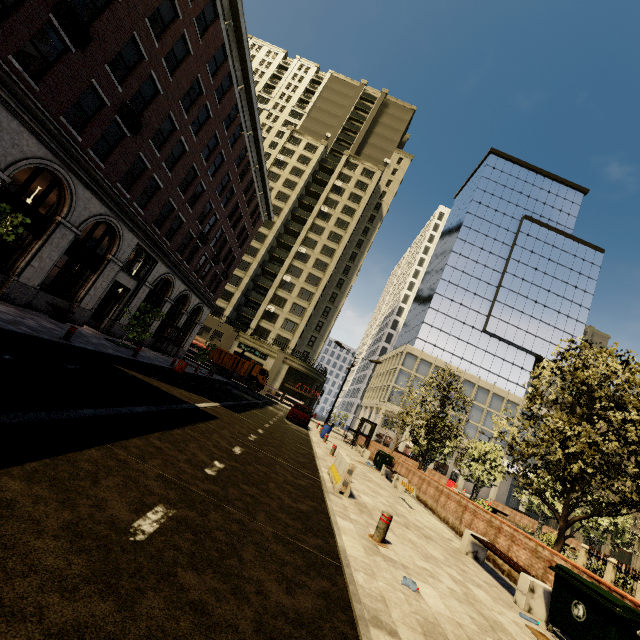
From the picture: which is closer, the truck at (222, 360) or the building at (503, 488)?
the truck at (222, 360)

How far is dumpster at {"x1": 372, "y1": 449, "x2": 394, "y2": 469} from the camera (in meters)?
19.66

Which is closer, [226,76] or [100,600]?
[100,600]

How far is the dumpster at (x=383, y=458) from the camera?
19.66m

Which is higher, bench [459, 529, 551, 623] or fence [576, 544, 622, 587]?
fence [576, 544, 622, 587]

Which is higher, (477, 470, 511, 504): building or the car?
(477, 470, 511, 504): building

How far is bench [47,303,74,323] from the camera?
15.67m

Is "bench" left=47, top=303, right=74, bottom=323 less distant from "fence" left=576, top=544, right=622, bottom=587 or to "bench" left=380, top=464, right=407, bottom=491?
"bench" left=380, top=464, right=407, bottom=491
